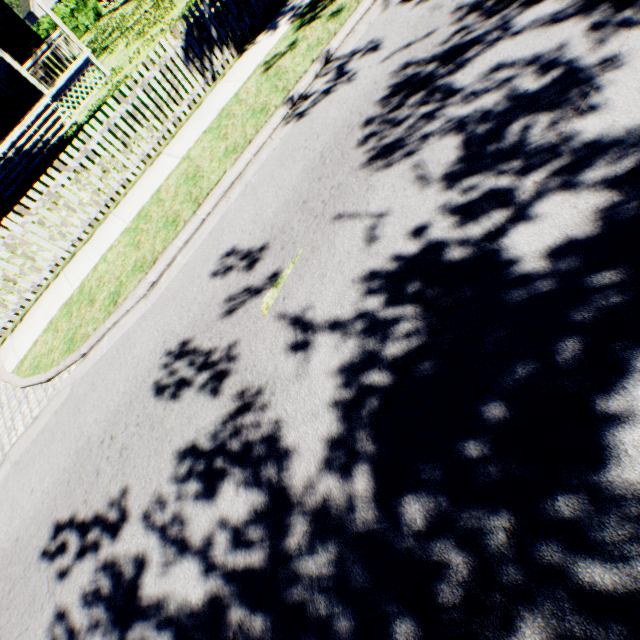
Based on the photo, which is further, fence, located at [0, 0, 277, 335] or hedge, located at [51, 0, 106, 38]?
hedge, located at [51, 0, 106, 38]

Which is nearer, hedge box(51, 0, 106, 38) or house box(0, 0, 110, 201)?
house box(0, 0, 110, 201)

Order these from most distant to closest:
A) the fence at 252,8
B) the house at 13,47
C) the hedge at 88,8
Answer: the hedge at 88,8 < the house at 13,47 < the fence at 252,8

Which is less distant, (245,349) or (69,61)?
(245,349)

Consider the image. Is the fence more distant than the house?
No

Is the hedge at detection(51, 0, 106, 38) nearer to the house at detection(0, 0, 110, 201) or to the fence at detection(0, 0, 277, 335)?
the fence at detection(0, 0, 277, 335)

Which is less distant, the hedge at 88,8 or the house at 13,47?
the house at 13,47
